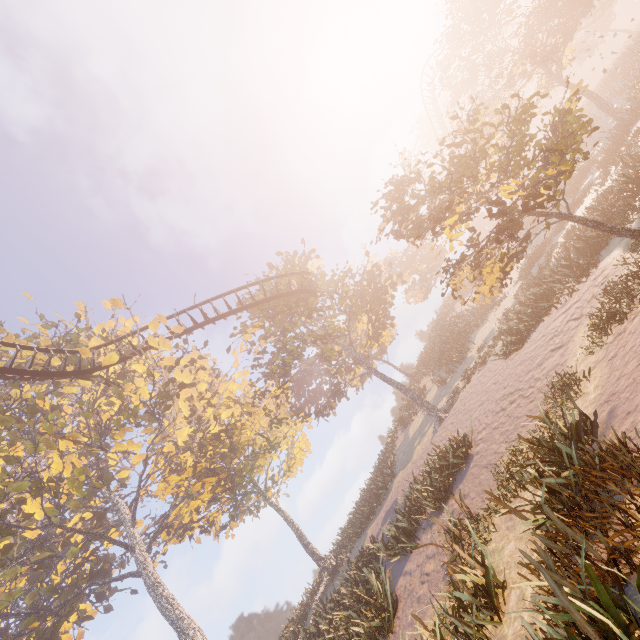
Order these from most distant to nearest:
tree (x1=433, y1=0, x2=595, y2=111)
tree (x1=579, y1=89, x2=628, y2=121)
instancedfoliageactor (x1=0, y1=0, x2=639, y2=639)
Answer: tree (x1=579, y1=89, x2=628, y2=121)
tree (x1=433, y1=0, x2=595, y2=111)
instancedfoliageactor (x1=0, y1=0, x2=639, y2=639)

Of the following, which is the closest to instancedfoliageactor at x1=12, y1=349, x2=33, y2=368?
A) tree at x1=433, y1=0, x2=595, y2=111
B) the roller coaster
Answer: the roller coaster

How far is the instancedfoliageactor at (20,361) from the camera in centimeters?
2136cm

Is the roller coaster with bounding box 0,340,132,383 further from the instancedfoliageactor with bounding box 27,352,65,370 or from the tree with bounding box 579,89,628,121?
the instancedfoliageactor with bounding box 27,352,65,370

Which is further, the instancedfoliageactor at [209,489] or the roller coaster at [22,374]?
the roller coaster at [22,374]

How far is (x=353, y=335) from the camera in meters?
38.2 m

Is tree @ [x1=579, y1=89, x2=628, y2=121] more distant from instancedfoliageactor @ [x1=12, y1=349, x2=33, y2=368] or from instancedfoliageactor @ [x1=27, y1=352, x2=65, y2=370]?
instancedfoliageactor @ [x1=12, y1=349, x2=33, y2=368]
